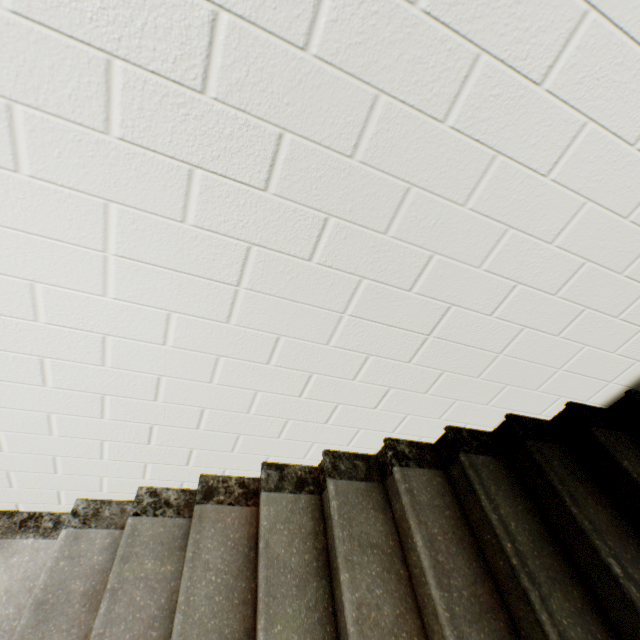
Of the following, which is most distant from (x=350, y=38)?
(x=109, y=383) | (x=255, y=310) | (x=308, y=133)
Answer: (x=109, y=383)
